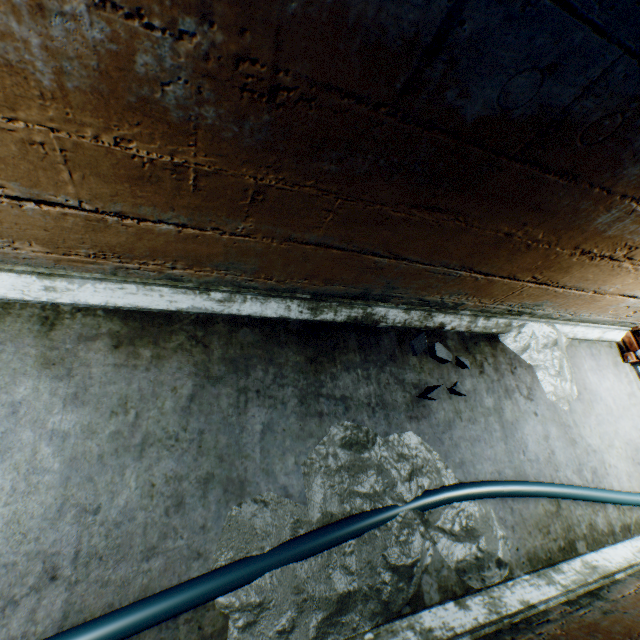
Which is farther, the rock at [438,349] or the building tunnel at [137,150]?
the rock at [438,349]

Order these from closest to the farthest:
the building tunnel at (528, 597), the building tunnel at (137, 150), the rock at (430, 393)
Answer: the building tunnel at (137, 150)
the building tunnel at (528, 597)
the rock at (430, 393)

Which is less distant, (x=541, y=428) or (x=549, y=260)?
(x=549, y=260)

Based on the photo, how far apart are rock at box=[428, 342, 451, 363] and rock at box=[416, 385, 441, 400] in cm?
20

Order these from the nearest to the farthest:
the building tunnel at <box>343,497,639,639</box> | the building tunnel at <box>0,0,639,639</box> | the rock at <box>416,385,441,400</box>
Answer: the building tunnel at <box>0,0,639,639</box>
the building tunnel at <box>343,497,639,639</box>
the rock at <box>416,385,441,400</box>

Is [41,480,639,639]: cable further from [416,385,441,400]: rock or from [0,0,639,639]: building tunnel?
[416,385,441,400]: rock

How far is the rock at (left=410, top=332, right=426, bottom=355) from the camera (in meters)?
2.18

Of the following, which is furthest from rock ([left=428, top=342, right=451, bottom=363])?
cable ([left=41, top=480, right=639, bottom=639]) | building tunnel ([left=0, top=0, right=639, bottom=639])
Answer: cable ([left=41, top=480, right=639, bottom=639])
